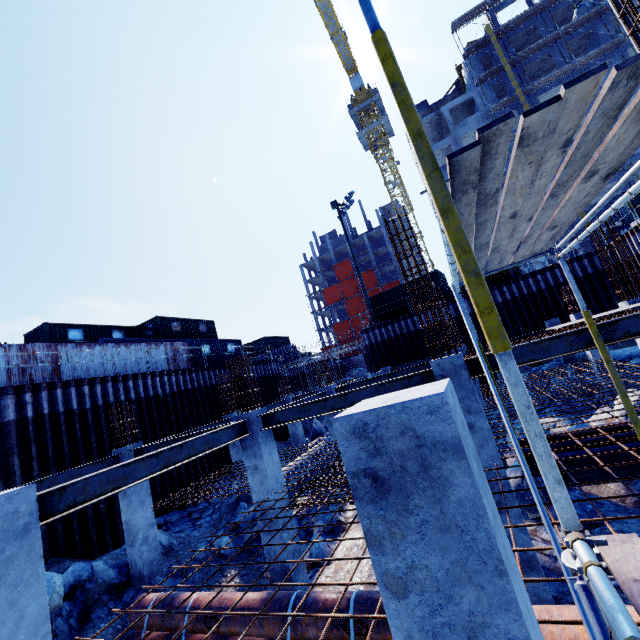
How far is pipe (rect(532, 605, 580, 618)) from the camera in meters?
2.9 m

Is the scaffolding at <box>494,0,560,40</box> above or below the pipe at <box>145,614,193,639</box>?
above

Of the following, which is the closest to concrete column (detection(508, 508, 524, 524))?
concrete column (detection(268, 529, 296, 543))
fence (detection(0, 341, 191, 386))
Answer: concrete column (detection(268, 529, 296, 543))

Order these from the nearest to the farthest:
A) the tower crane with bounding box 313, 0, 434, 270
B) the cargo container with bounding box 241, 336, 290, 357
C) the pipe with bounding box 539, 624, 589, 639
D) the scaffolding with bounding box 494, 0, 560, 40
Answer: the pipe with bounding box 539, 624, 589, 639 < the scaffolding with bounding box 494, 0, 560, 40 < the cargo container with bounding box 241, 336, 290, 357 < the tower crane with bounding box 313, 0, 434, 270

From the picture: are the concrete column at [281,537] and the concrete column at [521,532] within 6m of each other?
yes

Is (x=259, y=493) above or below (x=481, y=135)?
below

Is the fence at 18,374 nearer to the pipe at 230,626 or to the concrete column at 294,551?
the pipe at 230,626

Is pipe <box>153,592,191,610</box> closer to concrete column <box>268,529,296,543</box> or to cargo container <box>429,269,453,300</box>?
concrete column <box>268,529,296,543</box>
